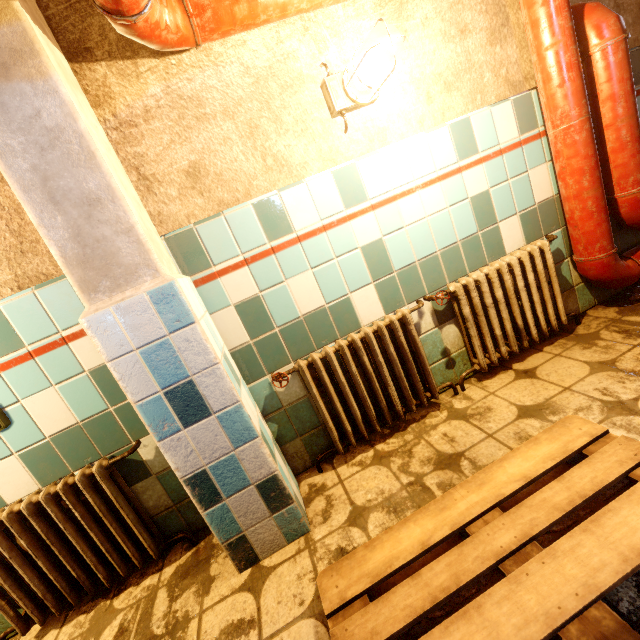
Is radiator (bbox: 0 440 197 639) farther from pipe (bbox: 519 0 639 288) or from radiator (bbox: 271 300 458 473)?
pipe (bbox: 519 0 639 288)

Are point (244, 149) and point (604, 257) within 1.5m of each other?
no

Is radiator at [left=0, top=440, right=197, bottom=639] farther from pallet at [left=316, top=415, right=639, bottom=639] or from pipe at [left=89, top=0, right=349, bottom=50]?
pipe at [left=89, top=0, right=349, bottom=50]

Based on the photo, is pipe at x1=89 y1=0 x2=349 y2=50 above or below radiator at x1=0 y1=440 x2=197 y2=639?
above

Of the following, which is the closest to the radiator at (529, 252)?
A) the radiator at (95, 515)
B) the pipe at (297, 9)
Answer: the pipe at (297, 9)

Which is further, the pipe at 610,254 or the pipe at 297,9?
the pipe at 610,254

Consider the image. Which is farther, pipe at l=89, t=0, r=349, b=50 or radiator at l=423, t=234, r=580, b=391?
radiator at l=423, t=234, r=580, b=391

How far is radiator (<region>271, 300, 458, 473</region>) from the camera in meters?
1.7
